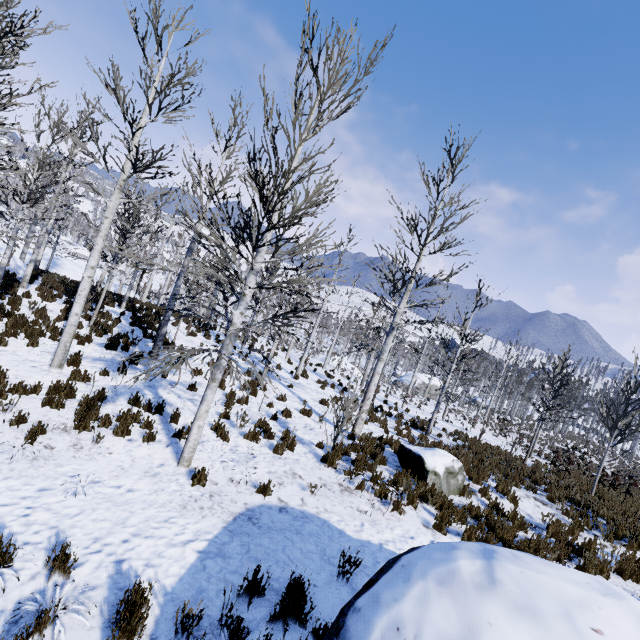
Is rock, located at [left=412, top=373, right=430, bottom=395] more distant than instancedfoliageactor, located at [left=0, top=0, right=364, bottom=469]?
Yes

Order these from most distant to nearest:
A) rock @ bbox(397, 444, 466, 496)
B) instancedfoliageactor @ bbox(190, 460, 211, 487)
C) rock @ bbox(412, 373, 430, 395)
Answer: rock @ bbox(412, 373, 430, 395), rock @ bbox(397, 444, 466, 496), instancedfoliageactor @ bbox(190, 460, 211, 487)

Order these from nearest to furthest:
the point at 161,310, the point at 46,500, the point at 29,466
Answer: the point at 46,500, the point at 29,466, the point at 161,310

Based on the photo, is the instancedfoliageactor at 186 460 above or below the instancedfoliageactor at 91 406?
above

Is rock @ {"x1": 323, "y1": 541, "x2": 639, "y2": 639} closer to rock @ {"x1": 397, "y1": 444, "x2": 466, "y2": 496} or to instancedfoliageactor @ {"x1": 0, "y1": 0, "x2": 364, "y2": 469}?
instancedfoliageactor @ {"x1": 0, "y1": 0, "x2": 364, "y2": 469}

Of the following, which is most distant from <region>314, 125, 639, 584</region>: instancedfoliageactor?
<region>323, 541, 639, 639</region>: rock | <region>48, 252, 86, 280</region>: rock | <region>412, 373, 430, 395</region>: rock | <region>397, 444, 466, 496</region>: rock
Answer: <region>412, 373, 430, 395</region>: rock

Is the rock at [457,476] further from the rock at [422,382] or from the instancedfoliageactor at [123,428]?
the rock at [422,382]
